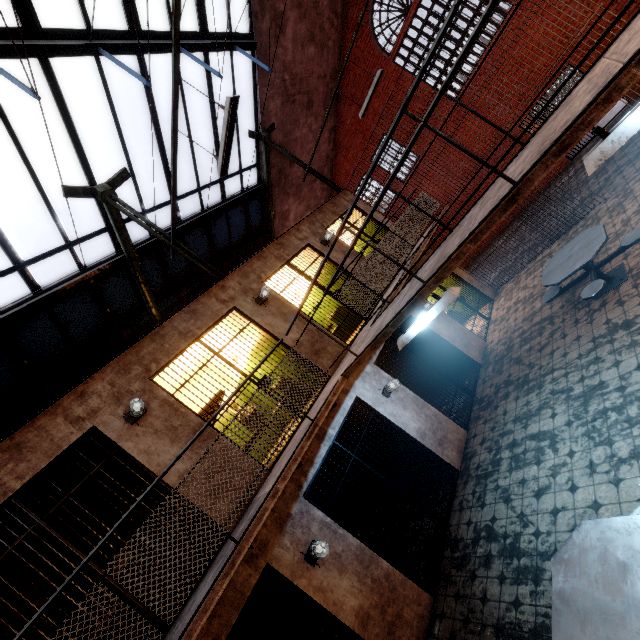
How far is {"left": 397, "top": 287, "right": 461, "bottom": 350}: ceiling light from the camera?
3.6 meters

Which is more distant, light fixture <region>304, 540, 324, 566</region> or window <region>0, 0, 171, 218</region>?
window <region>0, 0, 171, 218</region>

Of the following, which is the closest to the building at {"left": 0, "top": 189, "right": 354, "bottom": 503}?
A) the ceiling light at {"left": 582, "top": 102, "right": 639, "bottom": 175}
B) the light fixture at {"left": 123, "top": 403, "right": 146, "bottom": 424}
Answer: the light fixture at {"left": 123, "top": 403, "right": 146, "bottom": 424}

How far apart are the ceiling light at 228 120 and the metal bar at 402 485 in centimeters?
453cm

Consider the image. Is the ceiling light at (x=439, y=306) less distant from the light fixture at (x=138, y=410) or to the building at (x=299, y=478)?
the building at (x=299, y=478)

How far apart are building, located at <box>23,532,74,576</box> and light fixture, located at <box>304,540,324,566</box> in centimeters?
359cm

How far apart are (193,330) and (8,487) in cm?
303

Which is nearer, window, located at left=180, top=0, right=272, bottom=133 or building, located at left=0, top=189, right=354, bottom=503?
building, located at left=0, top=189, right=354, bottom=503
